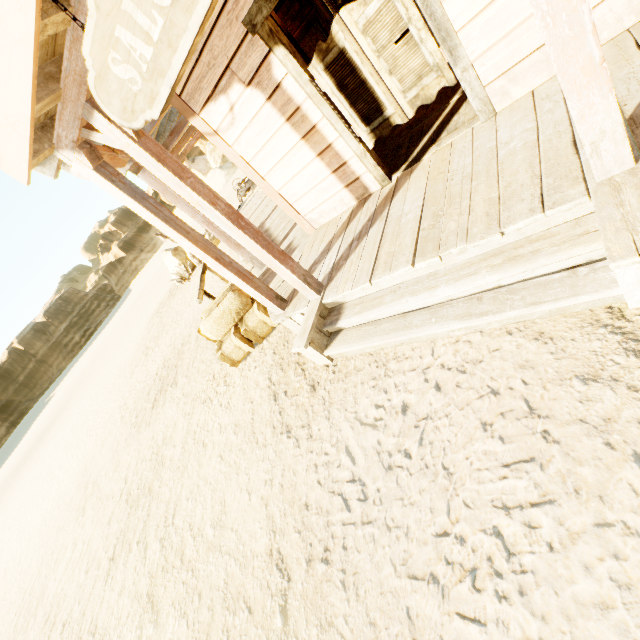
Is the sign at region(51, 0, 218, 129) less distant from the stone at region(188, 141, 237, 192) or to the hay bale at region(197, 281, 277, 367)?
the hay bale at region(197, 281, 277, 367)

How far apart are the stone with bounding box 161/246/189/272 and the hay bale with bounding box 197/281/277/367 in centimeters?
1163cm

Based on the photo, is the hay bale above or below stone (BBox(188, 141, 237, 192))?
below

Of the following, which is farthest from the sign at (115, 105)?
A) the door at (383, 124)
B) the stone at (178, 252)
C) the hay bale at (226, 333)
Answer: the stone at (178, 252)

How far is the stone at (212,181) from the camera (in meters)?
41.41

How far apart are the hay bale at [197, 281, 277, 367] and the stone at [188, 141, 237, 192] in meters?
44.5 m

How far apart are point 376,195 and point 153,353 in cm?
1060

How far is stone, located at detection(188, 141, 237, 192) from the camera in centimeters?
4141cm
